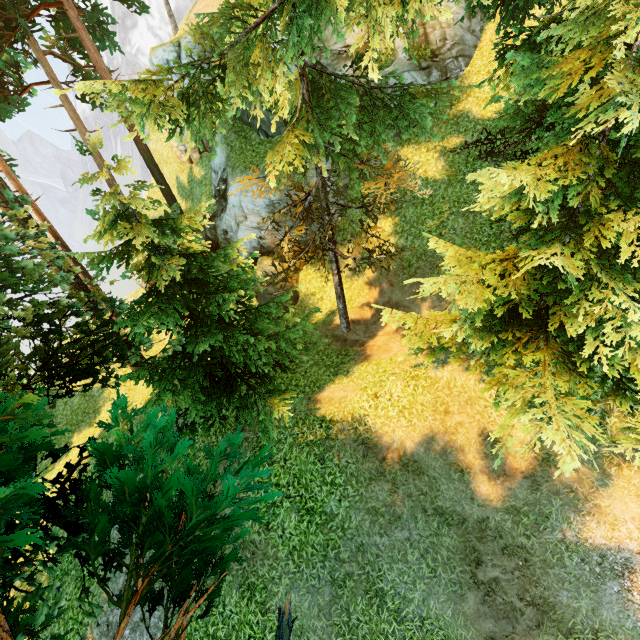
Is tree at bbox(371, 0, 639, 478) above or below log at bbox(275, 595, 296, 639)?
above

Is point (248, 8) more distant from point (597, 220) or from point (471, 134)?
point (471, 134)

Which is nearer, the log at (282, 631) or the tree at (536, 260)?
the tree at (536, 260)

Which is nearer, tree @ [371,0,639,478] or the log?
tree @ [371,0,639,478]
